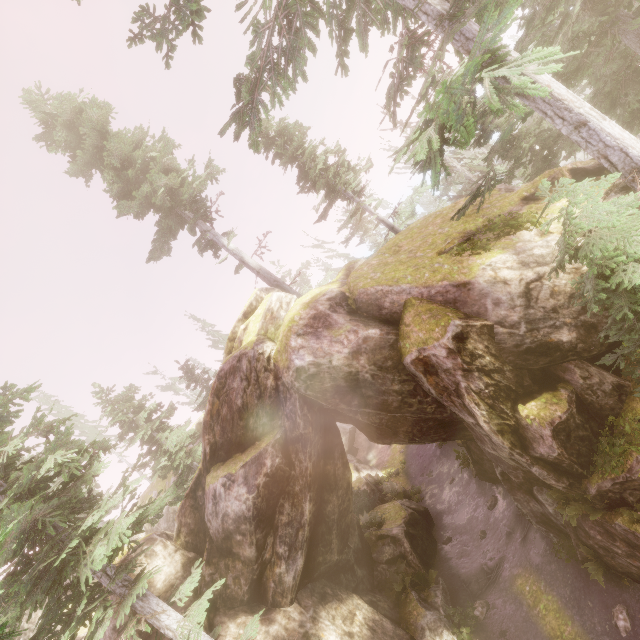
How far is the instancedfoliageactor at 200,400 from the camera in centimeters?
2645cm

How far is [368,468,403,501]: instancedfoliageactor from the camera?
23.0 meters

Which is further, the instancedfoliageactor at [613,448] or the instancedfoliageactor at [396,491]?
the instancedfoliageactor at [396,491]

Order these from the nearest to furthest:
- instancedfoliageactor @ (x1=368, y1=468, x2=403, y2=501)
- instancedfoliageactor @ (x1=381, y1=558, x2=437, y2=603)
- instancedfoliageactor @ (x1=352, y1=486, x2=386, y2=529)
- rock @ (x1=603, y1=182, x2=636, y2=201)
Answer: rock @ (x1=603, y1=182, x2=636, y2=201) → instancedfoliageactor @ (x1=381, y1=558, x2=437, y2=603) → instancedfoliageactor @ (x1=352, y1=486, x2=386, y2=529) → instancedfoliageactor @ (x1=368, y1=468, x2=403, y2=501)

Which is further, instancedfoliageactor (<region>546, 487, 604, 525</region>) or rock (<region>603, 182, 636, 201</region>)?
instancedfoliageactor (<region>546, 487, 604, 525</region>)

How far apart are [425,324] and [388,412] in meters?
3.7
